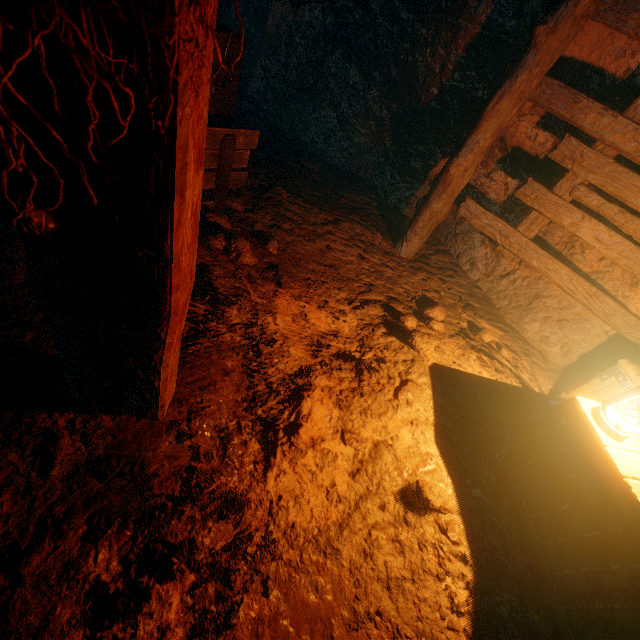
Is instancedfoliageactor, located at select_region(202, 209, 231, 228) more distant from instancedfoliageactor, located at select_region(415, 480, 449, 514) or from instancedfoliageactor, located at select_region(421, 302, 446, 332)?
instancedfoliageactor, located at select_region(415, 480, 449, 514)

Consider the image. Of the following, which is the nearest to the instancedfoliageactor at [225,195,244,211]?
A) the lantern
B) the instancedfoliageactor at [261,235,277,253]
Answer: the instancedfoliageactor at [261,235,277,253]

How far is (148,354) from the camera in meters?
1.5 m

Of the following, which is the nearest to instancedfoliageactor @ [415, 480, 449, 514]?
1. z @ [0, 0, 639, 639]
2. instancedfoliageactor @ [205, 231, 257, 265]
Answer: z @ [0, 0, 639, 639]

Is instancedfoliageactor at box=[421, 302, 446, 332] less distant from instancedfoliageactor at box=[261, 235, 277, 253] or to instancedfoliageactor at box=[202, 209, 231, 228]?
instancedfoliageactor at box=[261, 235, 277, 253]

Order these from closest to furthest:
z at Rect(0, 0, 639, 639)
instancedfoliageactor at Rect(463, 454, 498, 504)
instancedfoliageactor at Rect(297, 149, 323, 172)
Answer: z at Rect(0, 0, 639, 639) → instancedfoliageactor at Rect(463, 454, 498, 504) → instancedfoliageactor at Rect(297, 149, 323, 172)

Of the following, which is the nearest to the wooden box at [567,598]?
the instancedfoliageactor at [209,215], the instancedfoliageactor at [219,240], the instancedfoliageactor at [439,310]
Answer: the instancedfoliageactor at [439,310]

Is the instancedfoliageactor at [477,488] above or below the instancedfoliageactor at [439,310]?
above
